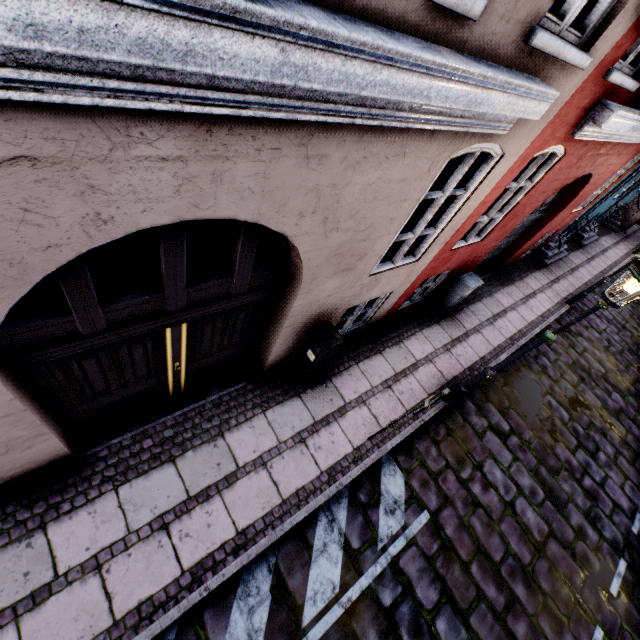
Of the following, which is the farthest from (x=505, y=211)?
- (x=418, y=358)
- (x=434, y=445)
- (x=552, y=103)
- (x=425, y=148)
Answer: (x=434, y=445)

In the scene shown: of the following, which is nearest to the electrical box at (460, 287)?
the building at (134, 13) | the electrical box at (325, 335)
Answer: the building at (134, 13)

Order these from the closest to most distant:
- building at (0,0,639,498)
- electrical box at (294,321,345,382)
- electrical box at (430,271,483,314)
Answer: building at (0,0,639,498) < electrical box at (294,321,345,382) < electrical box at (430,271,483,314)

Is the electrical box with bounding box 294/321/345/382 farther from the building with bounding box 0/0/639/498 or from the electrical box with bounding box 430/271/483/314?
the electrical box with bounding box 430/271/483/314

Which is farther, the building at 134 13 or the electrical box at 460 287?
the electrical box at 460 287

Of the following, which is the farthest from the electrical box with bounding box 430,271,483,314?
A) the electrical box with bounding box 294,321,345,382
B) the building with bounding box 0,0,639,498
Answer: the electrical box with bounding box 294,321,345,382
